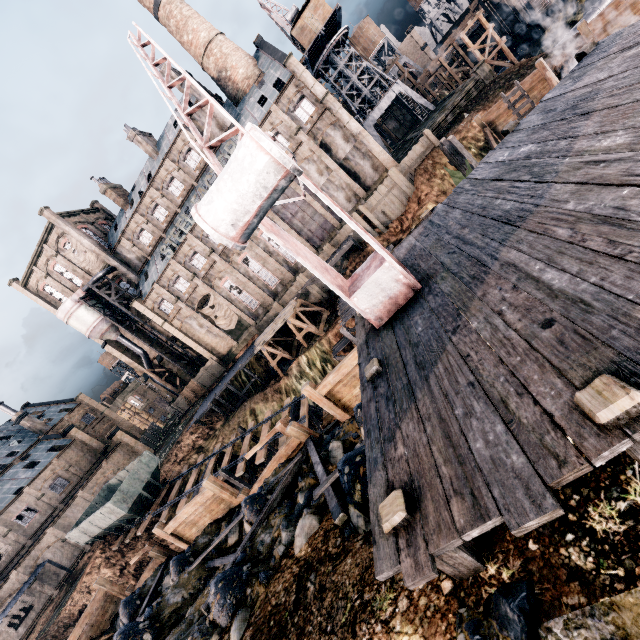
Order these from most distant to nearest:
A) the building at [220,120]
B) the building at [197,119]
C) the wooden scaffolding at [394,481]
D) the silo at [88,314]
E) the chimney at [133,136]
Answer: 1. the silo at [88,314]
2. the chimney at [133,136]
3. the building at [197,119]
4. the building at [220,120]
5. the wooden scaffolding at [394,481]

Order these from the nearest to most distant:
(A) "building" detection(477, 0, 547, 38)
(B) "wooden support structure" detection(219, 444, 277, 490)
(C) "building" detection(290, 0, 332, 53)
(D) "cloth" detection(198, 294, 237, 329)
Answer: (B) "wooden support structure" detection(219, 444, 277, 490) → (C) "building" detection(290, 0, 332, 53) → (A) "building" detection(477, 0, 547, 38) → (D) "cloth" detection(198, 294, 237, 329)

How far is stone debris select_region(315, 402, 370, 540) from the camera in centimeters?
595cm

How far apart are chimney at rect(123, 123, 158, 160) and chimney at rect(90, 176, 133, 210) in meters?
7.5 m

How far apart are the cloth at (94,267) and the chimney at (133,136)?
16.1m

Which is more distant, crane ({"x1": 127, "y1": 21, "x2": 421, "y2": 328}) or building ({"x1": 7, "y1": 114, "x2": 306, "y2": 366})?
building ({"x1": 7, "y1": 114, "x2": 306, "y2": 366})

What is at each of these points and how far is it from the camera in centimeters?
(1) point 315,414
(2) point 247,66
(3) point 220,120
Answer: (1) wooden support structure, 2730cm
(2) chimney, 3903cm
(3) building, 3919cm

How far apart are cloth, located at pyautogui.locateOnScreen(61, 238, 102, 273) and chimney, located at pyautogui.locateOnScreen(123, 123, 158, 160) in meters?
16.1 m
